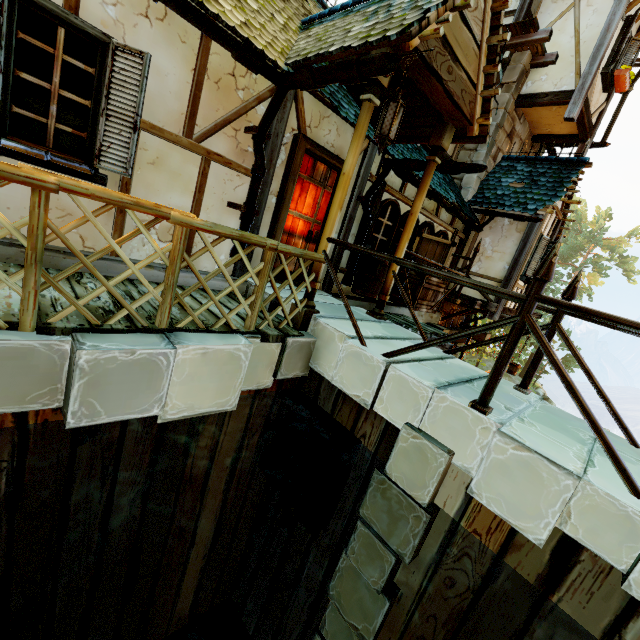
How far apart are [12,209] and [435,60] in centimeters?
459cm

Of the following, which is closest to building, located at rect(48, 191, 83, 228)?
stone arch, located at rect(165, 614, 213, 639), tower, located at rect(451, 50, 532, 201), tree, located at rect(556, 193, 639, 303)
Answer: tower, located at rect(451, 50, 532, 201)

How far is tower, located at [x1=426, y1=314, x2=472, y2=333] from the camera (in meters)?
9.40

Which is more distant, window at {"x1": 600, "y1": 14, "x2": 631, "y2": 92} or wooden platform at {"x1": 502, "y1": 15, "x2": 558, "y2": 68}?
window at {"x1": 600, "y1": 14, "x2": 631, "y2": 92}

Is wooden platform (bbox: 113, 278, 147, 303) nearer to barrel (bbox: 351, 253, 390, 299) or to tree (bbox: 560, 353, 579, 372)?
barrel (bbox: 351, 253, 390, 299)

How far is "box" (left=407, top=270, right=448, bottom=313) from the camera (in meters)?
6.68

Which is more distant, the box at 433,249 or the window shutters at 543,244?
the window shutters at 543,244

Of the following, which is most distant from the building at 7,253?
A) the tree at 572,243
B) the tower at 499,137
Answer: the tree at 572,243
